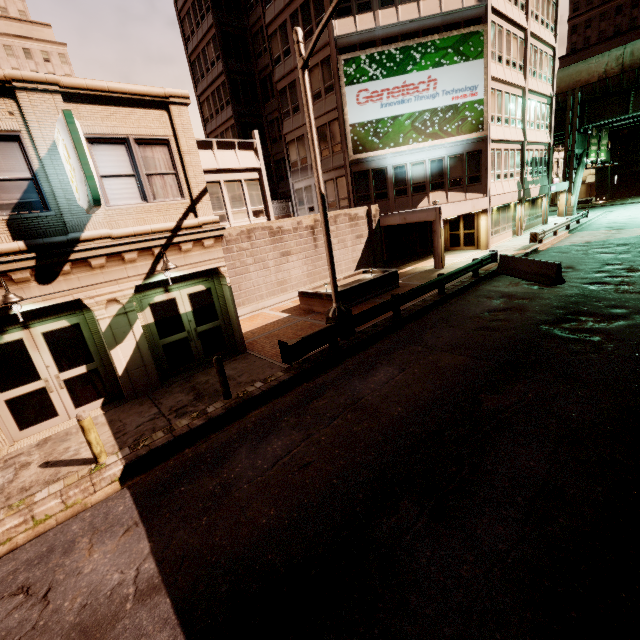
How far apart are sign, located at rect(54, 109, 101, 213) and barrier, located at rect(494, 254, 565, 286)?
16.39m

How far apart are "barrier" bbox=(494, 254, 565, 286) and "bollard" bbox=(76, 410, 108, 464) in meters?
16.8 m

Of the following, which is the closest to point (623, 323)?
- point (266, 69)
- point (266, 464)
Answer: point (266, 464)

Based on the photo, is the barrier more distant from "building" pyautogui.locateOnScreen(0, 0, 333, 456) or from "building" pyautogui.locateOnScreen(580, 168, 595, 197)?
"building" pyautogui.locateOnScreen(580, 168, 595, 197)

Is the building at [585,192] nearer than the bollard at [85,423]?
No

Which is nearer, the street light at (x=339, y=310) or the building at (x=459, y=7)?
the street light at (x=339, y=310)

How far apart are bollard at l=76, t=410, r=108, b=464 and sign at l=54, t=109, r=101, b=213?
4.5m

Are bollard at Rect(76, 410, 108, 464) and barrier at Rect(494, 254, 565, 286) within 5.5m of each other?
no
